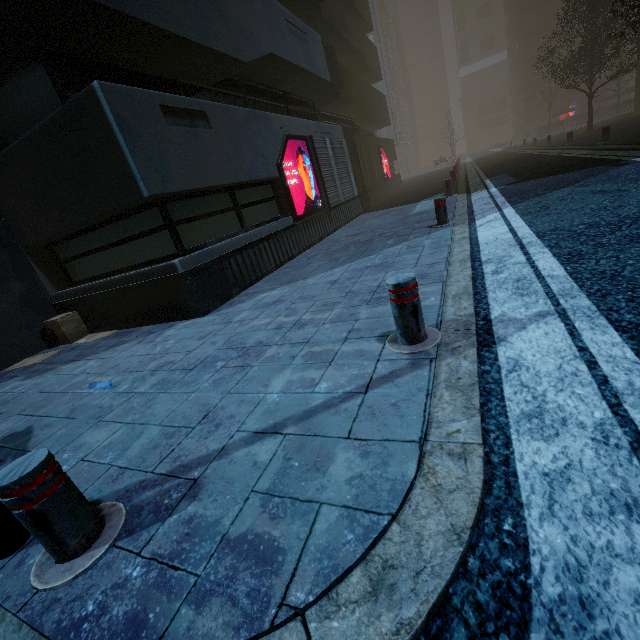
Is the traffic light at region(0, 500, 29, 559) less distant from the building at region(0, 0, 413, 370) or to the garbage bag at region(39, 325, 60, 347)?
the building at region(0, 0, 413, 370)

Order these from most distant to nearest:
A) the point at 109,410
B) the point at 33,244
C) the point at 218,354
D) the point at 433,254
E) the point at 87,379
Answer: the point at 33,244
the point at 433,254
the point at 87,379
the point at 218,354
the point at 109,410

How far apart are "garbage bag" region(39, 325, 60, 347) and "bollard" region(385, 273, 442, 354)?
7.2m

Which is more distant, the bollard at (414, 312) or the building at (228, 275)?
the building at (228, 275)

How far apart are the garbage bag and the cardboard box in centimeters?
1cm

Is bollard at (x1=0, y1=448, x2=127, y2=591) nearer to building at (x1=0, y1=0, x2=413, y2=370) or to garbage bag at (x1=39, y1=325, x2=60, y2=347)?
building at (x1=0, y1=0, x2=413, y2=370)

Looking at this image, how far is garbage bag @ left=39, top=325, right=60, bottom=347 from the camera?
6.5m

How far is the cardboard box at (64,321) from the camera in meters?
6.4 m
